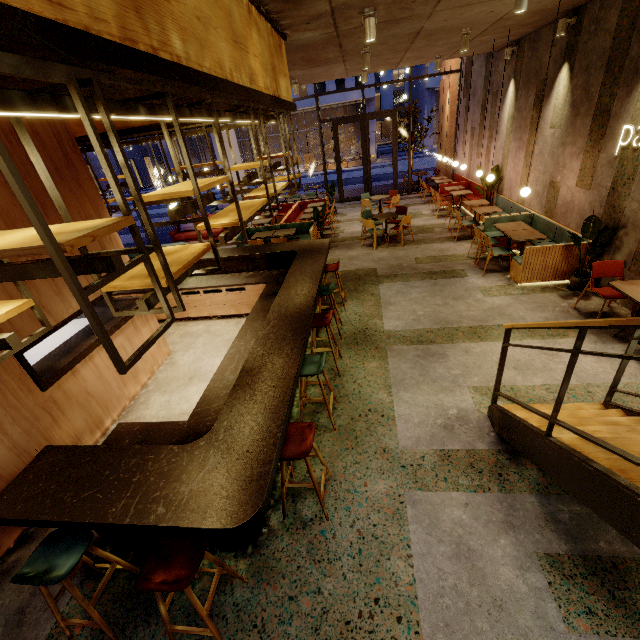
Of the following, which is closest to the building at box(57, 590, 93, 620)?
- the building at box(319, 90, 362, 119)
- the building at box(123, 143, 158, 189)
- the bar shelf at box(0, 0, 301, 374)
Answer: the bar shelf at box(0, 0, 301, 374)

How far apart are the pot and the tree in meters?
0.0

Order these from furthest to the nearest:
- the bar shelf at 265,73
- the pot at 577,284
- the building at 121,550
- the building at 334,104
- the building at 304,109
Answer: the building at 304,109
the building at 334,104
the pot at 577,284
the building at 121,550
the bar shelf at 265,73

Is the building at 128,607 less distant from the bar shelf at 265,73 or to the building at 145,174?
the bar shelf at 265,73

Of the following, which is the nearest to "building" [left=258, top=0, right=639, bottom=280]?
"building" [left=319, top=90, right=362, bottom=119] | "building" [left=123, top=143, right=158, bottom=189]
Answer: "building" [left=319, top=90, right=362, bottom=119]

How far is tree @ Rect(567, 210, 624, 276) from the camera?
5.4m

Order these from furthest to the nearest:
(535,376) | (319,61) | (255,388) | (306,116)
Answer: (306,116) < (319,61) < (535,376) < (255,388)

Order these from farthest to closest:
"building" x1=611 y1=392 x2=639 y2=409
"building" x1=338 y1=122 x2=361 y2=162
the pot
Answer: "building" x1=338 y1=122 x2=361 y2=162
the pot
"building" x1=611 y1=392 x2=639 y2=409
